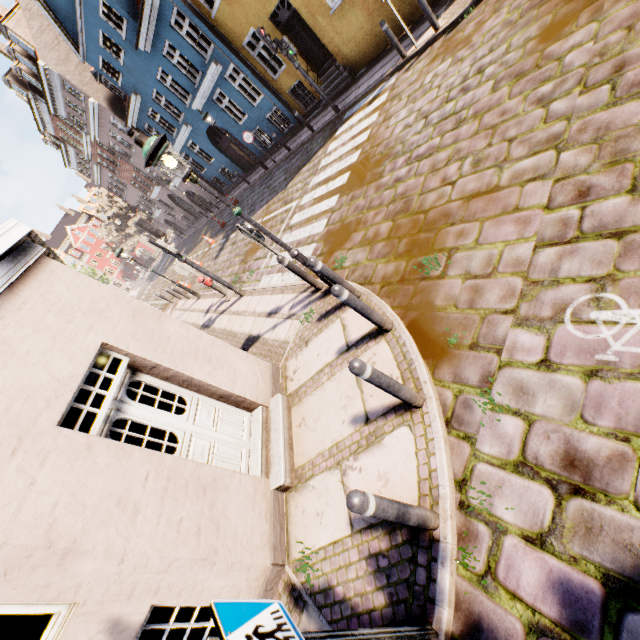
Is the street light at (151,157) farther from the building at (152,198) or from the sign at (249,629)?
the sign at (249,629)

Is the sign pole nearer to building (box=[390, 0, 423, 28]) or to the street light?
building (box=[390, 0, 423, 28])

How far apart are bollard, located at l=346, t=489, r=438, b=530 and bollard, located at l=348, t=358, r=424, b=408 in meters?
1.0 m

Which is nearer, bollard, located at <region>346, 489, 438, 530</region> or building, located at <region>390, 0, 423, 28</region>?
bollard, located at <region>346, 489, 438, 530</region>

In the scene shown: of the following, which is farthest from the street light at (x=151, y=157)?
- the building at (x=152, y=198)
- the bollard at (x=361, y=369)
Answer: the bollard at (x=361, y=369)

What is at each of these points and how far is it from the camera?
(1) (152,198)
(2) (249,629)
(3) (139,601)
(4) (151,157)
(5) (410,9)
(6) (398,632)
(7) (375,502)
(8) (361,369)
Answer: (1) building, 32.19m
(2) sign, 1.69m
(3) building, 3.07m
(4) street light, 4.19m
(5) building, 9.99m
(6) sign pole, 2.30m
(7) bollard, 2.44m
(8) bollard, 3.04m

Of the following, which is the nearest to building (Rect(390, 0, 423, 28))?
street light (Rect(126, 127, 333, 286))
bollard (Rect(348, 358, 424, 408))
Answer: street light (Rect(126, 127, 333, 286))

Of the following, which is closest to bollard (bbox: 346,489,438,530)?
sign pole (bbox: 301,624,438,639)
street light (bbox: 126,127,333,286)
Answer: sign pole (bbox: 301,624,438,639)
